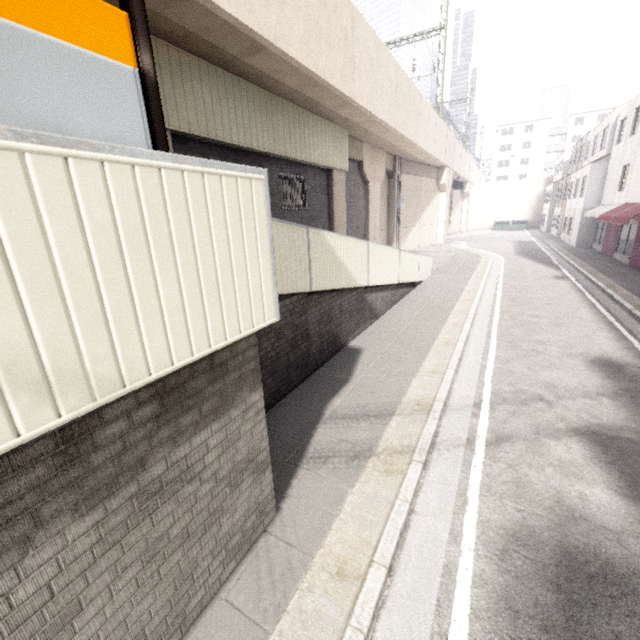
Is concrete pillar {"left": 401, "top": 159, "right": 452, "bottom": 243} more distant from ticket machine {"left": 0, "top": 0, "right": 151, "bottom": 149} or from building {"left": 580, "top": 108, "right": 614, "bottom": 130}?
building {"left": 580, "top": 108, "right": 614, "bottom": 130}

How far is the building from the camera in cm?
5831

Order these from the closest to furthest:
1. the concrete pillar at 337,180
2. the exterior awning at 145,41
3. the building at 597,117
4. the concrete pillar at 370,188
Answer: the exterior awning at 145,41 < the concrete pillar at 337,180 < the concrete pillar at 370,188 < the building at 597,117

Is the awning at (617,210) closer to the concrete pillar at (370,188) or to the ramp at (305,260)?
the ramp at (305,260)

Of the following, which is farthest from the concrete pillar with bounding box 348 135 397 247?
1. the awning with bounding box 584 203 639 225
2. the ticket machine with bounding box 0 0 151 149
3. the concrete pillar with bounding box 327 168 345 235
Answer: → the ticket machine with bounding box 0 0 151 149

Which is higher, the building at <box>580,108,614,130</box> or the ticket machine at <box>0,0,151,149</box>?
the building at <box>580,108,614,130</box>

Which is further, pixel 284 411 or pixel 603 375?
pixel 603 375

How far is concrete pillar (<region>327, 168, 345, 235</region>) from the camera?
15.1 meters
